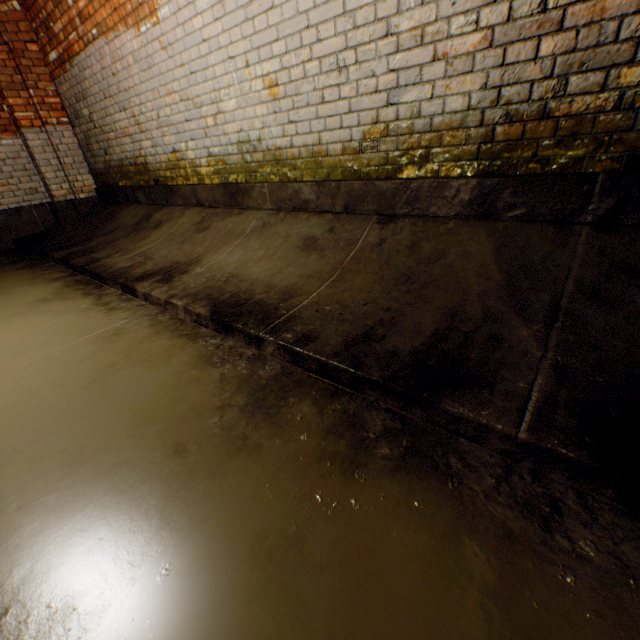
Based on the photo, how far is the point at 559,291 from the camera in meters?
1.5 m
